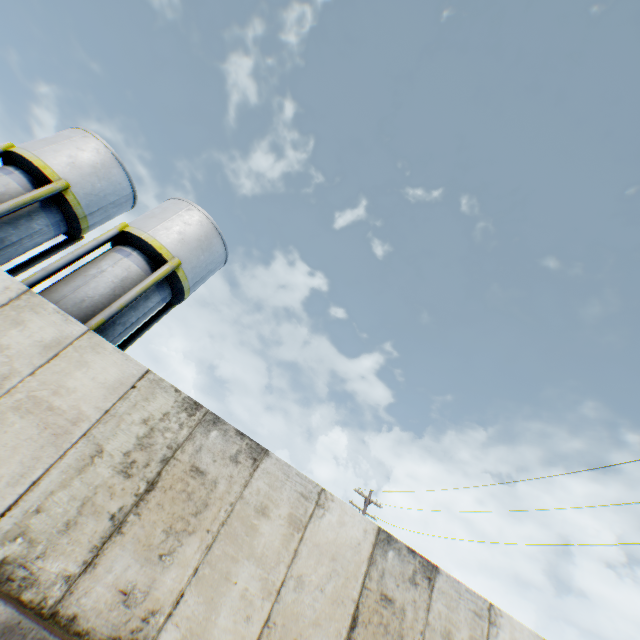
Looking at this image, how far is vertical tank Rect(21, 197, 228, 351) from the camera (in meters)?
11.69

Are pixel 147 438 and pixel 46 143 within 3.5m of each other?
no

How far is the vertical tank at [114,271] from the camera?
11.7 meters

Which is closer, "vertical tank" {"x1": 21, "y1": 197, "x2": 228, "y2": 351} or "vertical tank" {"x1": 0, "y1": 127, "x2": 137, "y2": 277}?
"vertical tank" {"x1": 21, "y1": 197, "x2": 228, "y2": 351}

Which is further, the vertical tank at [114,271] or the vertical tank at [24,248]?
the vertical tank at [24,248]
